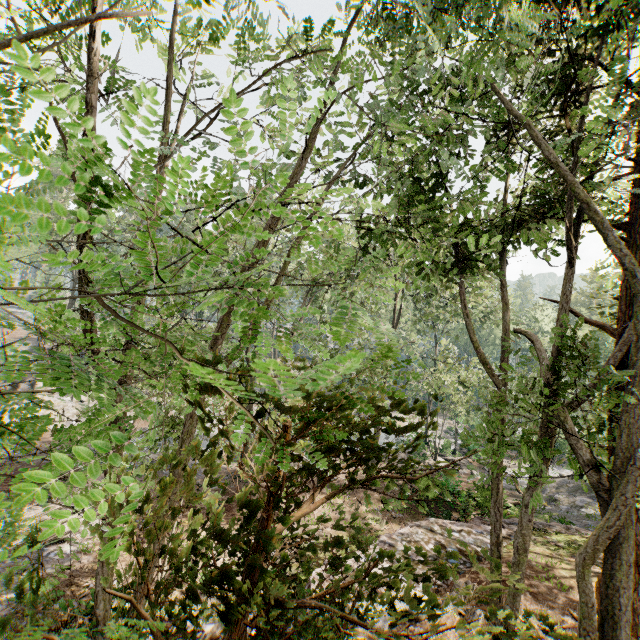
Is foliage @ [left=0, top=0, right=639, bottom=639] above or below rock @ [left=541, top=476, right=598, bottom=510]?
above

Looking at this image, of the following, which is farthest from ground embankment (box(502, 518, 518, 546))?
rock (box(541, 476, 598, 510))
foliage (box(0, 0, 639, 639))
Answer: rock (box(541, 476, 598, 510))

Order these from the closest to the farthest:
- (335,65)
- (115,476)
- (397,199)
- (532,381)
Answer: (115,476)
(335,65)
(397,199)
(532,381)

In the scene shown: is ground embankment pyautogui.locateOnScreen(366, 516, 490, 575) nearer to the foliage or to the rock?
the foliage

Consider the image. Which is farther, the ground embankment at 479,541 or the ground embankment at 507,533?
the ground embankment at 507,533

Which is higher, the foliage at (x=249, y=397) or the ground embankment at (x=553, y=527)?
the foliage at (x=249, y=397)

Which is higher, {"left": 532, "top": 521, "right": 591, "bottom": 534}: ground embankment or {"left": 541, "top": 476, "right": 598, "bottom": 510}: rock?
{"left": 532, "top": 521, "right": 591, "bottom": 534}: ground embankment
